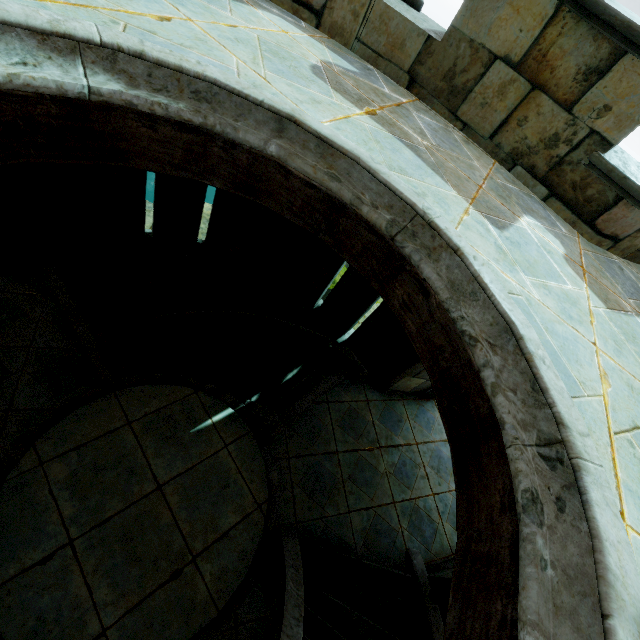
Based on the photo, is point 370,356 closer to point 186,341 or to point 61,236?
point 186,341
